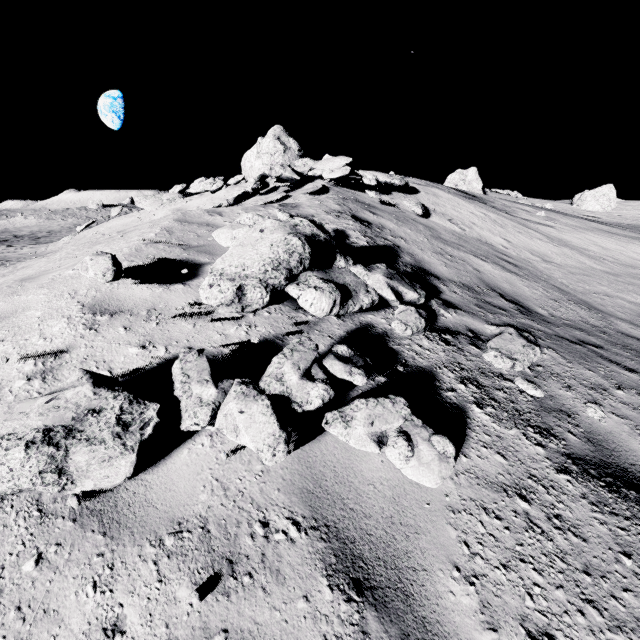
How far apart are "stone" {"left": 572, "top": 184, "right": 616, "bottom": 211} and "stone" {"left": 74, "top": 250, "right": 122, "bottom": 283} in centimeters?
4085cm

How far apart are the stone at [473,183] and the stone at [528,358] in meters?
26.0 m

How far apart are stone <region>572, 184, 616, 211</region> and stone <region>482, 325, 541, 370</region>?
37.0 meters

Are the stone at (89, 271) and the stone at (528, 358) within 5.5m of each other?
yes

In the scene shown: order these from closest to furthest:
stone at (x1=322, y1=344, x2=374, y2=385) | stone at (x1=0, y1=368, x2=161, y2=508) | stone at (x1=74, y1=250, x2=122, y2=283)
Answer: stone at (x1=0, y1=368, x2=161, y2=508) < stone at (x1=322, y1=344, x2=374, y2=385) < stone at (x1=74, y1=250, x2=122, y2=283)

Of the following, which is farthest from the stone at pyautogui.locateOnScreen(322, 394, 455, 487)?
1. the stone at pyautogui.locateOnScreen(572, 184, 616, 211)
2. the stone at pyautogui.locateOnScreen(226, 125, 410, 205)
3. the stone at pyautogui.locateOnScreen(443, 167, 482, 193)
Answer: the stone at pyautogui.locateOnScreen(572, 184, 616, 211)

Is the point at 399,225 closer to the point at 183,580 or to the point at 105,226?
the point at 183,580

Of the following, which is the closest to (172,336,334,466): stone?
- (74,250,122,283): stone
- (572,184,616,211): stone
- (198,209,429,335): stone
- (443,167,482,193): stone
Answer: (198,209,429,335): stone
